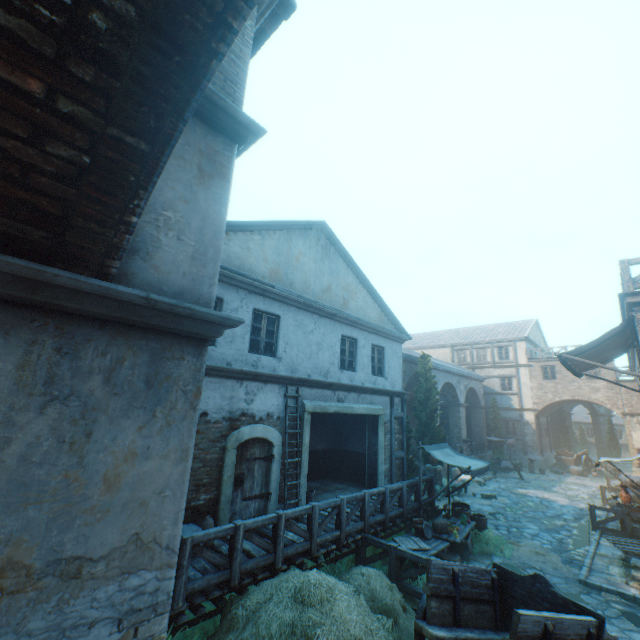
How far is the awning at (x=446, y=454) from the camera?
9.7m

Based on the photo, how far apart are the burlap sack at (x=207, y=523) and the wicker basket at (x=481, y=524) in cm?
818

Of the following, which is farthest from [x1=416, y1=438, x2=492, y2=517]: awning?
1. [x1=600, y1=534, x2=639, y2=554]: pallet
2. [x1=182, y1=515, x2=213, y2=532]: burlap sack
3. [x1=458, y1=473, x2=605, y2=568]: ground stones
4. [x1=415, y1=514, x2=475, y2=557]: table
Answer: [x1=182, y1=515, x2=213, y2=532]: burlap sack

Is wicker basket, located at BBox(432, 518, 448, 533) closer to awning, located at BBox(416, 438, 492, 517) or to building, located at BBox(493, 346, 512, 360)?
awning, located at BBox(416, 438, 492, 517)

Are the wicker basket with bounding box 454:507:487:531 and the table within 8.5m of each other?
yes

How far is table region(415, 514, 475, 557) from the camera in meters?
8.2 m

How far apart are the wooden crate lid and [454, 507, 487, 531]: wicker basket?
2.96m

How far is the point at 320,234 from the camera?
12.1 meters
